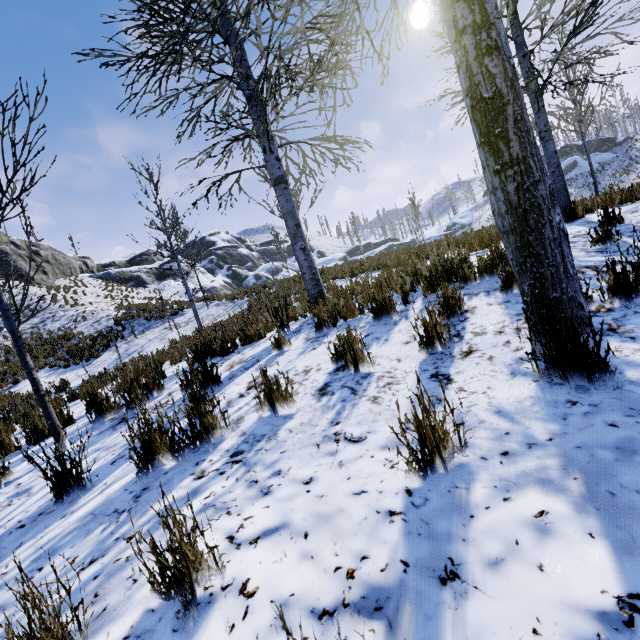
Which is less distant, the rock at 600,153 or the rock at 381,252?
the rock at 381,252

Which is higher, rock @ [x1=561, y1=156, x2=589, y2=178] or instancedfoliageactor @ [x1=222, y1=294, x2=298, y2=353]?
rock @ [x1=561, y1=156, x2=589, y2=178]

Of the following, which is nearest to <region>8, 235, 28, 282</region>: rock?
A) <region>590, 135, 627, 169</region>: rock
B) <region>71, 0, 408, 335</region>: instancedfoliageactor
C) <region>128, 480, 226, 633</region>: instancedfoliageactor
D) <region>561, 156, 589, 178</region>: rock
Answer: <region>561, 156, 589, 178</region>: rock

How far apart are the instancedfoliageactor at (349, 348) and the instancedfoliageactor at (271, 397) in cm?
55

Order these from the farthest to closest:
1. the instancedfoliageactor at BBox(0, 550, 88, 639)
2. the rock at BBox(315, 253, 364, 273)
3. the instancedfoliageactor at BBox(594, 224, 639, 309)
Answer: the rock at BBox(315, 253, 364, 273) < the instancedfoliageactor at BBox(594, 224, 639, 309) < the instancedfoliageactor at BBox(0, 550, 88, 639)

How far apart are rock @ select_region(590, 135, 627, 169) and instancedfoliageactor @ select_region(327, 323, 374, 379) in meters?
68.6 m

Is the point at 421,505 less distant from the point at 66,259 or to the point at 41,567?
the point at 41,567

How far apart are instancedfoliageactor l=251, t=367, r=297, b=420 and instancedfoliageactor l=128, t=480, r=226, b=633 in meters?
0.4 m
